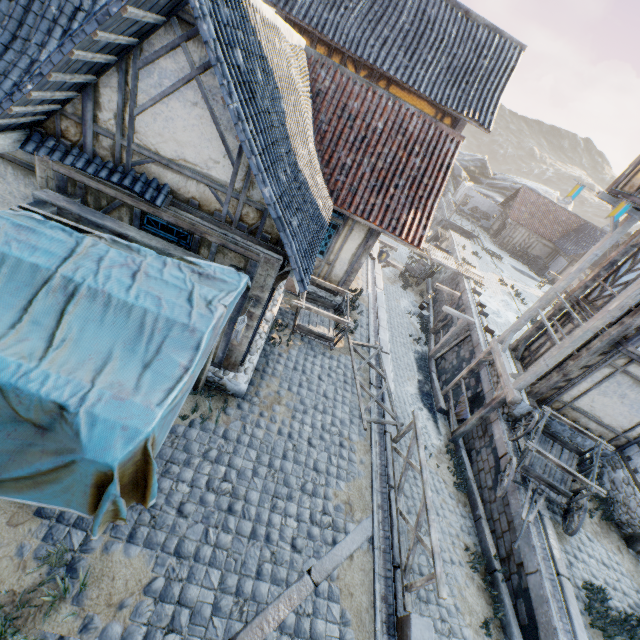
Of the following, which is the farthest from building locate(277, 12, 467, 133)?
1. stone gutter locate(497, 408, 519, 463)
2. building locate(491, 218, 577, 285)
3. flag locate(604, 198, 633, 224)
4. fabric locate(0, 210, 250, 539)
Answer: building locate(491, 218, 577, 285)

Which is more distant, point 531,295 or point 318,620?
point 531,295

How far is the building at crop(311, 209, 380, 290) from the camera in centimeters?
1009cm

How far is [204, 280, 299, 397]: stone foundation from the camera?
7.0m

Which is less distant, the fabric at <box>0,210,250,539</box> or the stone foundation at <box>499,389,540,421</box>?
the fabric at <box>0,210,250,539</box>

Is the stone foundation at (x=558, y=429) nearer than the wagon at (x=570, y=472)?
No

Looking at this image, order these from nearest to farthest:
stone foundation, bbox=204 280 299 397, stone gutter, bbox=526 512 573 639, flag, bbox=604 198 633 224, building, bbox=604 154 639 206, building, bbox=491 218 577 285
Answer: stone gutter, bbox=526 512 573 639 → stone foundation, bbox=204 280 299 397 → flag, bbox=604 198 633 224 → building, bbox=604 154 639 206 → building, bbox=491 218 577 285

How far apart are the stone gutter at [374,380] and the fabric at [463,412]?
4.3 meters
